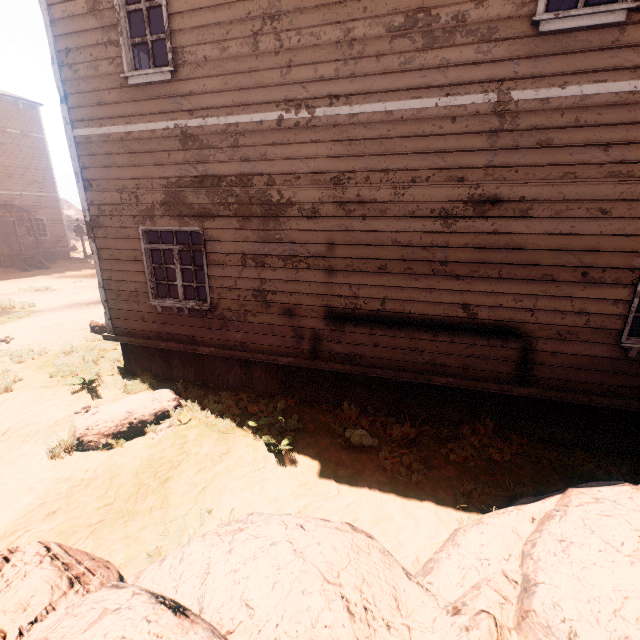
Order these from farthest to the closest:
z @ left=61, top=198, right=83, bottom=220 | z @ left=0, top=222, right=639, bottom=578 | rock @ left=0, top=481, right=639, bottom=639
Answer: z @ left=61, top=198, right=83, bottom=220 < z @ left=0, top=222, right=639, bottom=578 < rock @ left=0, top=481, right=639, bottom=639

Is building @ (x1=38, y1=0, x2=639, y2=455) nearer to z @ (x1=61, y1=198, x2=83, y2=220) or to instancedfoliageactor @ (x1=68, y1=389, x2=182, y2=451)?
z @ (x1=61, y1=198, x2=83, y2=220)

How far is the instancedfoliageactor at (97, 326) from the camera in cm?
995

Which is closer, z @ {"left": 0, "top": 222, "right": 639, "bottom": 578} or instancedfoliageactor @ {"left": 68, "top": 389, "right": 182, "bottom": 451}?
z @ {"left": 0, "top": 222, "right": 639, "bottom": 578}

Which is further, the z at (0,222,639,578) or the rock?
the z at (0,222,639,578)

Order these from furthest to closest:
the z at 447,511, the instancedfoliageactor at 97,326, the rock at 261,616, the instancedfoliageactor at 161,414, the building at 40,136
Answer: the building at 40,136
the instancedfoliageactor at 97,326
the instancedfoliageactor at 161,414
the z at 447,511
the rock at 261,616

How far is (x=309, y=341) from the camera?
5.9 meters

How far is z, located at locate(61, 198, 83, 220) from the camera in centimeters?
4313cm
